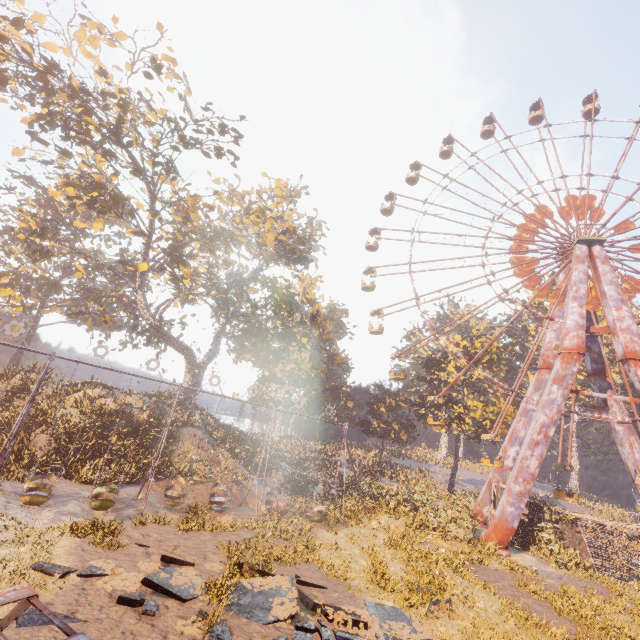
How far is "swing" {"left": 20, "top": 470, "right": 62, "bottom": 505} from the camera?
13.2m

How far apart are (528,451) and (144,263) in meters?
32.3 m

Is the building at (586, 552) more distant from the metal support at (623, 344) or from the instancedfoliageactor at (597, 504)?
the metal support at (623, 344)

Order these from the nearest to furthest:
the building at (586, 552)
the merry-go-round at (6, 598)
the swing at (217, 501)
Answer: the merry-go-round at (6, 598) → the swing at (217, 501) → the building at (586, 552)

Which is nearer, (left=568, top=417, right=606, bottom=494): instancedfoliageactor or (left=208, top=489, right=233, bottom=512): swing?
(left=208, top=489, right=233, bottom=512): swing

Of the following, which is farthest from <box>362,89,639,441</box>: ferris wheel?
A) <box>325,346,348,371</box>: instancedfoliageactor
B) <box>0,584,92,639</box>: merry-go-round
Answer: <box>0,584,92,639</box>: merry-go-round

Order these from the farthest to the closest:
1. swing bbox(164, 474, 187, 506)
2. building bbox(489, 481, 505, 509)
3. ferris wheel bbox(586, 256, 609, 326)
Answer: ferris wheel bbox(586, 256, 609, 326)
building bbox(489, 481, 505, 509)
swing bbox(164, 474, 187, 506)

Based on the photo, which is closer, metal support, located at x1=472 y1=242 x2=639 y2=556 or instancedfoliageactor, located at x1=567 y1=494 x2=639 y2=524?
metal support, located at x1=472 y1=242 x2=639 y2=556
